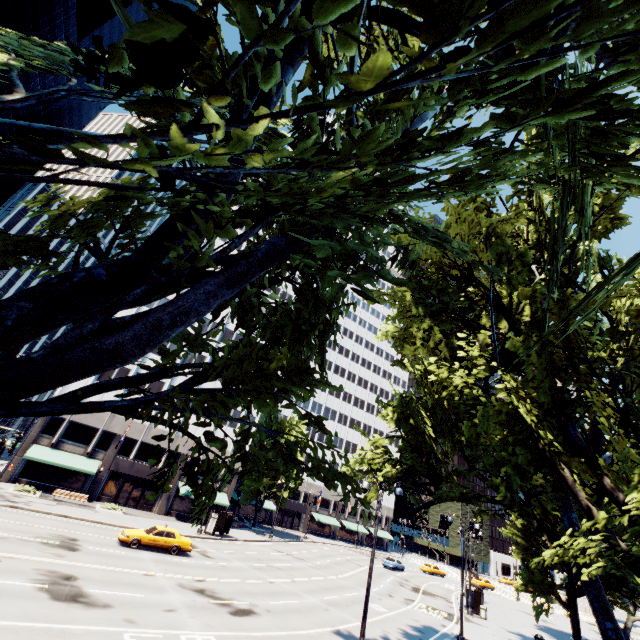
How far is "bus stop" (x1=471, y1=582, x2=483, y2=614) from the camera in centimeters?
3231cm

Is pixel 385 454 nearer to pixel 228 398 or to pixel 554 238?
pixel 228 398

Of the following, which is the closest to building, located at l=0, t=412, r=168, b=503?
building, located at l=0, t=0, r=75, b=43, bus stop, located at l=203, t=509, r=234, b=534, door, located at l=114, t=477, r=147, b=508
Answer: door, located at l=114, t=477, r=147, b=508

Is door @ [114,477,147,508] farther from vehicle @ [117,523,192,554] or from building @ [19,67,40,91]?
building @ [19,67,40,91]

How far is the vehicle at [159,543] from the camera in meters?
23.0

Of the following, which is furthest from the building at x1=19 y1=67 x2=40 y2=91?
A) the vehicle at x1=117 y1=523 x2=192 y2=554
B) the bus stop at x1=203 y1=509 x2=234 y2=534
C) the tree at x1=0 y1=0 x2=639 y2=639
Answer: the bus stop at x1=203 y1=509 x2=234 y2=534

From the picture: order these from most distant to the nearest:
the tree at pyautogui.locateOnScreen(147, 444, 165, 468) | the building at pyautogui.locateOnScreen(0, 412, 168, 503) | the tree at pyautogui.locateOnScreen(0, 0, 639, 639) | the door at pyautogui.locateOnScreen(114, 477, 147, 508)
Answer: the door at pyautogui.locateOnScreen(114, 477, 147, 508) < the building at pyautogui.locateOnScreen(0, 412, 168, 503) < the tree at pyautogui.locateOnScreen(147, 444, 165, 468) < the tree at pyautogui.locateOnScreen(0, 0, 639, 639)

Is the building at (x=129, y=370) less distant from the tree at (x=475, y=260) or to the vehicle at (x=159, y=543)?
the tree at (x=475, y=260)
